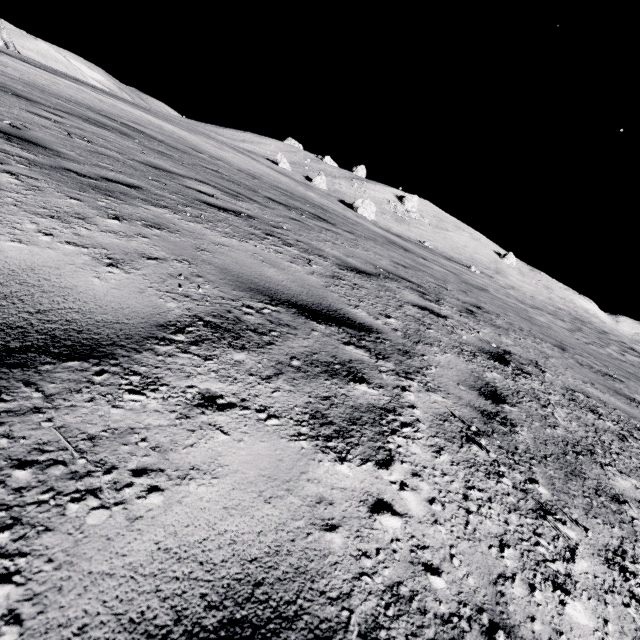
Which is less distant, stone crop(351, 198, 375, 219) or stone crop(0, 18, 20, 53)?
stone crop(351, 198, 375, 219)

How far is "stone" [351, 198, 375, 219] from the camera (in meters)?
39.44

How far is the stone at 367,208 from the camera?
39.44m

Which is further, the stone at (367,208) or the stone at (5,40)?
the stone at (5,40)

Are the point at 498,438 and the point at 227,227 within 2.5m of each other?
no
